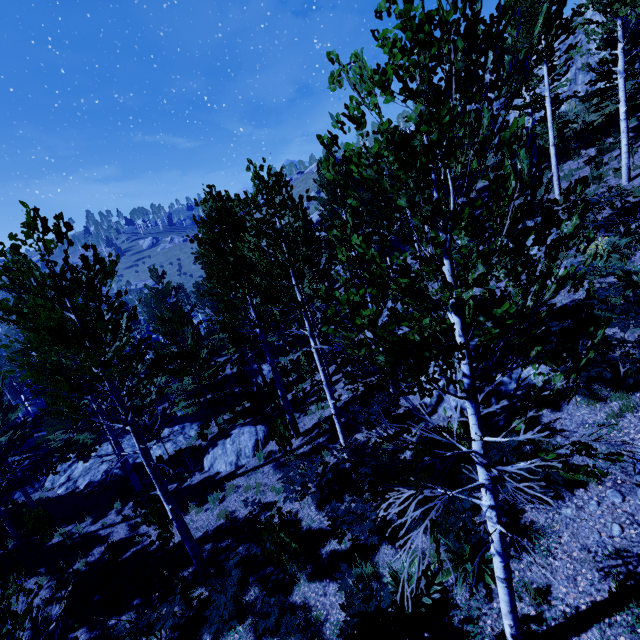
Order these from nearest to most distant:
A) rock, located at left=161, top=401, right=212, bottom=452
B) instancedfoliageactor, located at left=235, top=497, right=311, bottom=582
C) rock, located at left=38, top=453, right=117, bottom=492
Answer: instancedfoliageactor, located at left=235, top=497, right=311, bottom=582
rock, located at left=38, top=453, right=117, bottom=492
rock, located at left=161, top=401, right=212, bottom=452

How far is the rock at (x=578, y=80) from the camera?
25.48m

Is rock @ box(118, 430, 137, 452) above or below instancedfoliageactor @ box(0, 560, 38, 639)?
below

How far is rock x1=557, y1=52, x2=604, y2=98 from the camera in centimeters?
2548cm

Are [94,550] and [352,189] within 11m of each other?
no

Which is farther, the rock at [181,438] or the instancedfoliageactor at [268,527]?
the rock at [181,438]

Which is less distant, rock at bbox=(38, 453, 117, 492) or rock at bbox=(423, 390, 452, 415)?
rock at bbox=(423, 390, 452, 415)

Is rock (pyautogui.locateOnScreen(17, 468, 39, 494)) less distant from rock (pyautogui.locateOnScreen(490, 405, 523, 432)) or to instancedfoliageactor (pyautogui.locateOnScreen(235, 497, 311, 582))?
instancedfoliageactor (pyautogui.locateOnScreen(235, 497, 311, 582))
